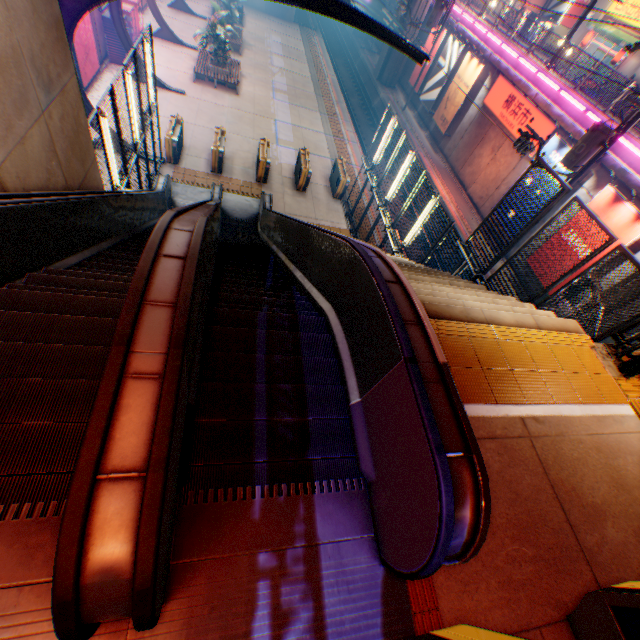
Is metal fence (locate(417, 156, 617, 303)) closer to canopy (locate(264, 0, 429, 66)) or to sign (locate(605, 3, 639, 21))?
canopy (locate(264, 0, 429, 66))

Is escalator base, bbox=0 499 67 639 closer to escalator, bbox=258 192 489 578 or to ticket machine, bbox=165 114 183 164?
escalator, bbox=258 192 489 578

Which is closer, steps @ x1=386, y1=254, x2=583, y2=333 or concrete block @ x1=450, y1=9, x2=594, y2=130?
steps @ x1=386, y1=254, x2=583, y2=333

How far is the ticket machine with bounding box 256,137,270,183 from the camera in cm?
1465

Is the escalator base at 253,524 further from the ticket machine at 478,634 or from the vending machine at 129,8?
the vending machine at 129,8

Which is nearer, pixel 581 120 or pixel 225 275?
pixel 225 275

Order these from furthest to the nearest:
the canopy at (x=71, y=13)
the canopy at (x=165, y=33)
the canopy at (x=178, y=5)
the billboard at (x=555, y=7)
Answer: the billboard at (x=555, y=7)
the canopy at (x=178, y=5)
the canopy at (x=165, y=33)
the canopy at (x=71, y=13)

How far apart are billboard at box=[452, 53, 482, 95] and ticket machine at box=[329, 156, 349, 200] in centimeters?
1140cm
